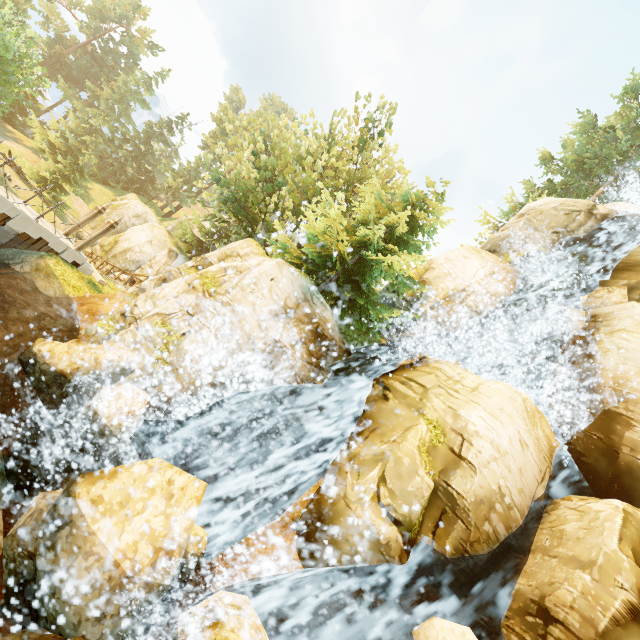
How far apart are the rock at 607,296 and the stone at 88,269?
24.90m

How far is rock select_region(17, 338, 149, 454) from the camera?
8.3m

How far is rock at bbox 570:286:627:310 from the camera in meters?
15.4 m

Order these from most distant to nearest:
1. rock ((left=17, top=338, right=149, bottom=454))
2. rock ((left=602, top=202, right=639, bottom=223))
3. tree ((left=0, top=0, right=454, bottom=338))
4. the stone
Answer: rock ((left=602, top=202, right=639, bottom=223)), the stone, tree ((left=0, top=0, right=454, bottom=338)), rock ((left=17, top=338, right=149, bottom=454))

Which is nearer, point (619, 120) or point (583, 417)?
point (583, 417)

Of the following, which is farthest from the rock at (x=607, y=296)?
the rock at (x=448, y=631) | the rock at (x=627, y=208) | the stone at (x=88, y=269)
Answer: the stone at (x=88, y=269)

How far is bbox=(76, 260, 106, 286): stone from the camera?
16.28m

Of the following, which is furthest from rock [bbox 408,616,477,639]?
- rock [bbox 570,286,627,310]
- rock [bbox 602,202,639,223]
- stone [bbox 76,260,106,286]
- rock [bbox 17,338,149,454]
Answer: rock [bbox 602,202,639,223]
